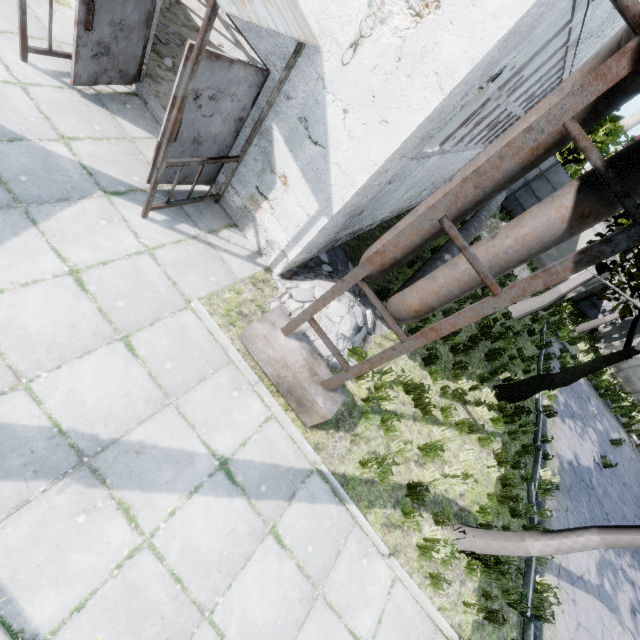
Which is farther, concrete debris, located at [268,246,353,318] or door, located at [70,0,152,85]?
concrete debris, located at [268,246,353,318]

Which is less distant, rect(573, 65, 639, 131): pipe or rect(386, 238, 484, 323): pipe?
rect(573, 65, 639, 131): pipe

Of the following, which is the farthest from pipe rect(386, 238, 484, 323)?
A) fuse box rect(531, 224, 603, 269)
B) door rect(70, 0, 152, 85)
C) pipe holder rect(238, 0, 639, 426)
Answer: door rect(70, 0, 152, 85)

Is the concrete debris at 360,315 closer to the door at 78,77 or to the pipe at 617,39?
the pipe at 617,39

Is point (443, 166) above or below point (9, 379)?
above

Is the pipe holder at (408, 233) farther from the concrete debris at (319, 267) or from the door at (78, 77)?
the door at (78, 77)

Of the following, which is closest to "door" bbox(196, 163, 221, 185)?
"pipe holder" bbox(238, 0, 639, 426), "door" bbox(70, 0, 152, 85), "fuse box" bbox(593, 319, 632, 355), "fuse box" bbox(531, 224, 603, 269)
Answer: "door" bbox(70, 0, 152, 85)

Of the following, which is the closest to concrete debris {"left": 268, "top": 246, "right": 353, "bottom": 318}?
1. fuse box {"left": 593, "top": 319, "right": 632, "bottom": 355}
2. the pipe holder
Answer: the pipe holder
